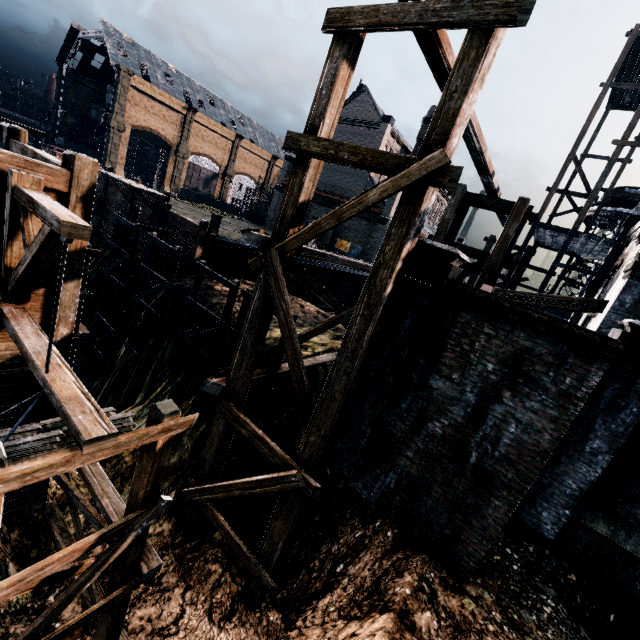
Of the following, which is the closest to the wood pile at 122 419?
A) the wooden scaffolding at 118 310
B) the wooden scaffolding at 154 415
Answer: the wooden scaffolding at 154 415

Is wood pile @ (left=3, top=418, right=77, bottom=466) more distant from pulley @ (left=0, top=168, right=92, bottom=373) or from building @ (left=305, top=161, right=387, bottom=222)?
building @ (left=305, top=161, right=387, bottom=222)

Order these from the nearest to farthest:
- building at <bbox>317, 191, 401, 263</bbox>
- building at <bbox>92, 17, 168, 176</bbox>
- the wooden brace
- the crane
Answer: the wooden brace
the crane
building at <bbox>317, 191, 401, 263</bbox>
building at <bbox>92, 17, 168, 176</bbox>

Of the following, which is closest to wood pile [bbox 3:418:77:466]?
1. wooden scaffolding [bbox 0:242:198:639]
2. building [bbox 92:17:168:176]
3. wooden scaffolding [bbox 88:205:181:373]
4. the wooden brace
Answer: wooden scaffolding [bbox 0:242:198:639]

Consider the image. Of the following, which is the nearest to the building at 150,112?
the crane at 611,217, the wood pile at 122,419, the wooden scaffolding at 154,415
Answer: the crane at 611,217

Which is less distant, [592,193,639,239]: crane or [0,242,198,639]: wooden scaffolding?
[0,242,198,639]: wooden scaffolding

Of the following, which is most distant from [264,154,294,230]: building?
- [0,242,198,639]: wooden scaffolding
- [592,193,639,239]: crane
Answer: [0,242,198,639]: wooden scaffolding

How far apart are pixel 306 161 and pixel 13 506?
11.39m
